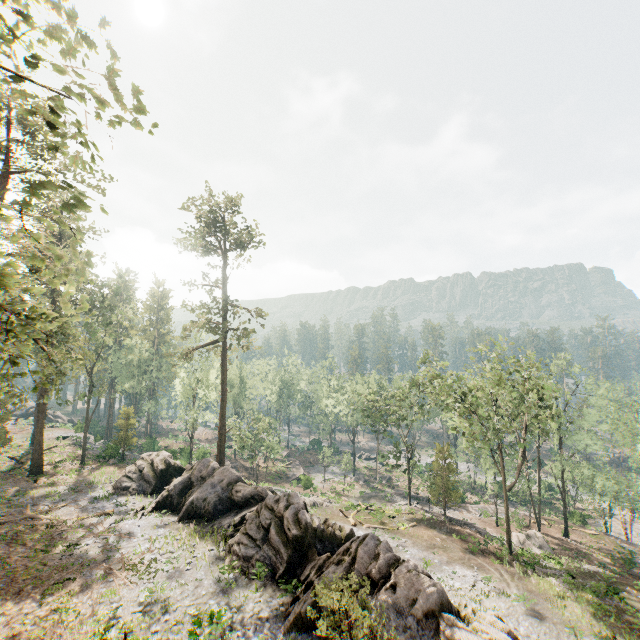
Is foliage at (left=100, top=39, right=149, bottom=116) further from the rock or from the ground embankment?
the ground embankment

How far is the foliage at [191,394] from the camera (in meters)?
35.16

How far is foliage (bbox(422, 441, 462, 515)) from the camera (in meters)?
37.81

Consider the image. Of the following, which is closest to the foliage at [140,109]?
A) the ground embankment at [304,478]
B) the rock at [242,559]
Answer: the rock at [242,559]

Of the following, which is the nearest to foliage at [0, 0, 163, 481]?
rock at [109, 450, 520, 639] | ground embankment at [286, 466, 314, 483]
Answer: rock at [109, 450, 520, 639]

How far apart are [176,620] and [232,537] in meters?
6.6 m
